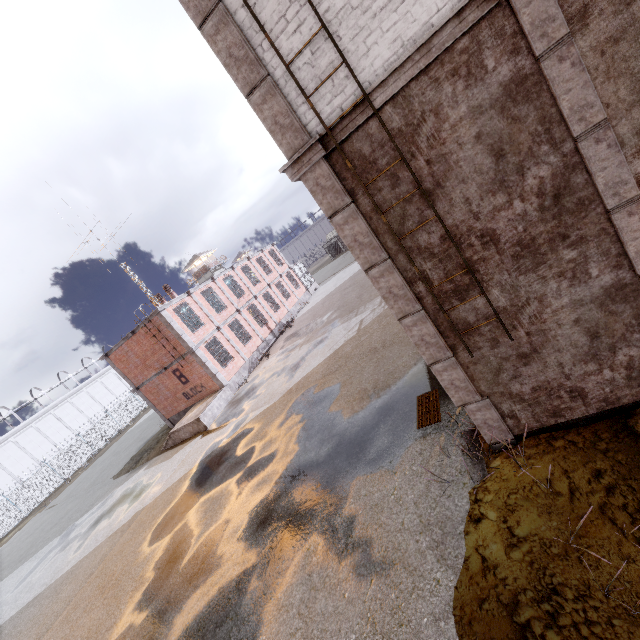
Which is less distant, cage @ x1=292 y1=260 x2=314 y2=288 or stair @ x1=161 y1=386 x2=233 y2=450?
stair @ x1=161 y1=386 x2=233 y2=450

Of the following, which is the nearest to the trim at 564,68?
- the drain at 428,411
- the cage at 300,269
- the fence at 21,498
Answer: the fence at 21,498

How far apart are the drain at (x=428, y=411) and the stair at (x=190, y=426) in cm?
1379

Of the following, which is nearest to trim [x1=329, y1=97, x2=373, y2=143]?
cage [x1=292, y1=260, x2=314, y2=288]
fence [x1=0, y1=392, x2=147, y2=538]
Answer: fence [x1=0, y1=392, x2=147, y2=538]

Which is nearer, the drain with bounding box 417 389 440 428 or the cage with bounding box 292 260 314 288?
the drain with bounding box 417 389 440 428

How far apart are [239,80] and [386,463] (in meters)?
7.57

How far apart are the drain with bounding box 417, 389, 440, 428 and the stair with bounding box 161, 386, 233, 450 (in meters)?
13.79

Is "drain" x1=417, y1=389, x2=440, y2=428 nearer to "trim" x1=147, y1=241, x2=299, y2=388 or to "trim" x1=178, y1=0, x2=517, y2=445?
"trim" x1=178, y1=0, x2=517, y2=445
